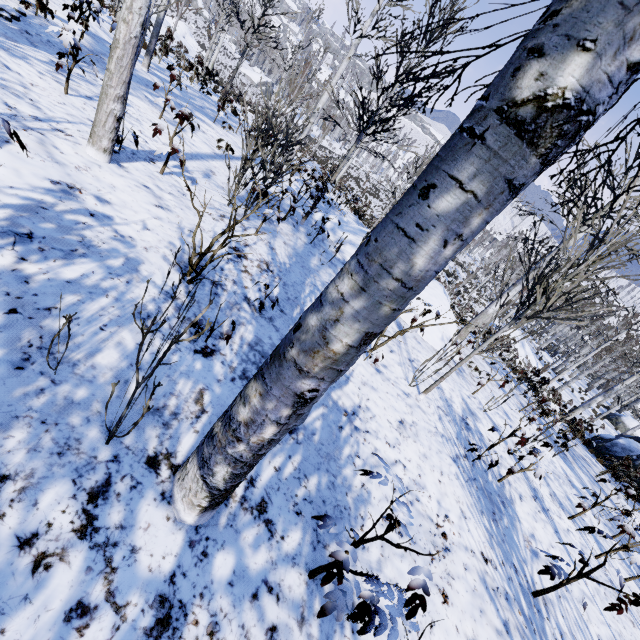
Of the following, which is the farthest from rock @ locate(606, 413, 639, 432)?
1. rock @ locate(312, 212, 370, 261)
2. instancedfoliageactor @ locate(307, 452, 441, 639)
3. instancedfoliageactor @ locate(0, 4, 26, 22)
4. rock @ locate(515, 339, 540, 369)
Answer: instancedfoliageactor @ locate(0, 4, 26, 22)

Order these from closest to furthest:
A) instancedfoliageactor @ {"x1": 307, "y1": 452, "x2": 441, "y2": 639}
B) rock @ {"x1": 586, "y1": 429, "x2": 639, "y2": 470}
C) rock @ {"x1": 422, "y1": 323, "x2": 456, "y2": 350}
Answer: instancedfoliageactor @ {"x1": 307, "y1": 452, "x2": 441, "y2": 639} < rock @ {"x1": 422, "y1": 323, "x2": 456, "y2": 350} < rock @ {"x1": 586, "y1": 429, "x2": 639, "y2": 470}

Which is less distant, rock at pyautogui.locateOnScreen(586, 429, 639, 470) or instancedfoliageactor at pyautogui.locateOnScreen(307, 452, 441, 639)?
instancedfoliageactor at pyautogui.locateOnScreen(307, 452, 441, 639)

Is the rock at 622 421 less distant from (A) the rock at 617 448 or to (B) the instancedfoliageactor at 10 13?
(A) the rock at 617 448

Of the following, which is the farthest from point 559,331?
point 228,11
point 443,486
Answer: point 443,486

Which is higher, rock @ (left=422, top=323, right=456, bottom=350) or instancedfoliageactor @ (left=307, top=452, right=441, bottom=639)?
instancedfoliageactor @ (left=307, top=452, right=441, bottom=639)

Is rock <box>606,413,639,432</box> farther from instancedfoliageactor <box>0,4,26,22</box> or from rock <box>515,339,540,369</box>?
instancedfoliageactor <box>0,4,26,22</box>

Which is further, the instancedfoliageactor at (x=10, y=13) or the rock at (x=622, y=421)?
the rock at (x=622, y=421)
